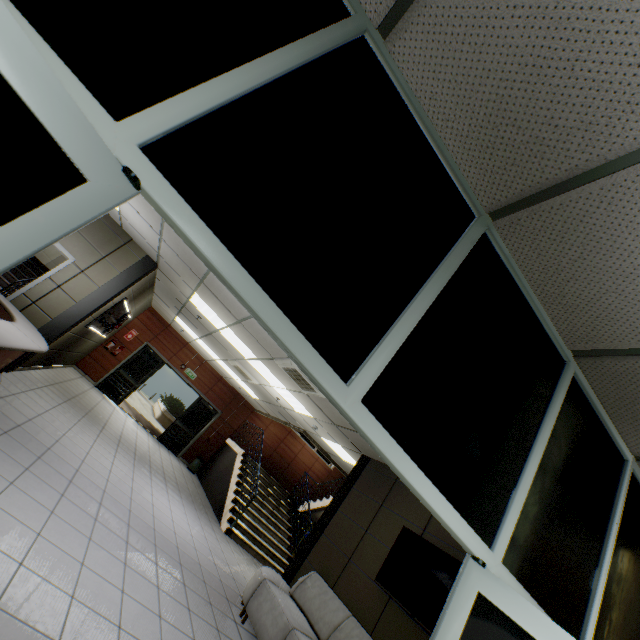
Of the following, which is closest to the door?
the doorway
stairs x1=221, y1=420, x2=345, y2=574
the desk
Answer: stairs x1=221, y1=420, x2=345, y2=574

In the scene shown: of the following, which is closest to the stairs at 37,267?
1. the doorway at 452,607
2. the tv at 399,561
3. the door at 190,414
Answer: the door at 190,414

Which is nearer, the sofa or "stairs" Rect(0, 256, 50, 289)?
the sofa

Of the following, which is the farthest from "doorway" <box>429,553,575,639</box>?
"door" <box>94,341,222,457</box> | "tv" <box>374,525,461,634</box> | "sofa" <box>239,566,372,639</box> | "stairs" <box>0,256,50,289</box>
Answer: "door" <box>94,341,222,457</box>

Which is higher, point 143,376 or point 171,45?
point 171,45

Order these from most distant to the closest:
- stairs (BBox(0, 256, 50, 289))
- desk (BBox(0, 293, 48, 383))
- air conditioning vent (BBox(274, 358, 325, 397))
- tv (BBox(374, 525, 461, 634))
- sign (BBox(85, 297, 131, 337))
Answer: stairs (BBox(0, 256, 50, 289)) → sign (BBox(85, 297, 131, 337)) → air conditioning vent (BBox(274, 358, 325, 397)) → tv (BBox(374, 525, 461, 634)) → desk (BBox(0, 293, 48, 383))

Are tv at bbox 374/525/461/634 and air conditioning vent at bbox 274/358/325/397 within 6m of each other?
yes

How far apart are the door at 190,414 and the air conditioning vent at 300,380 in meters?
8.0
